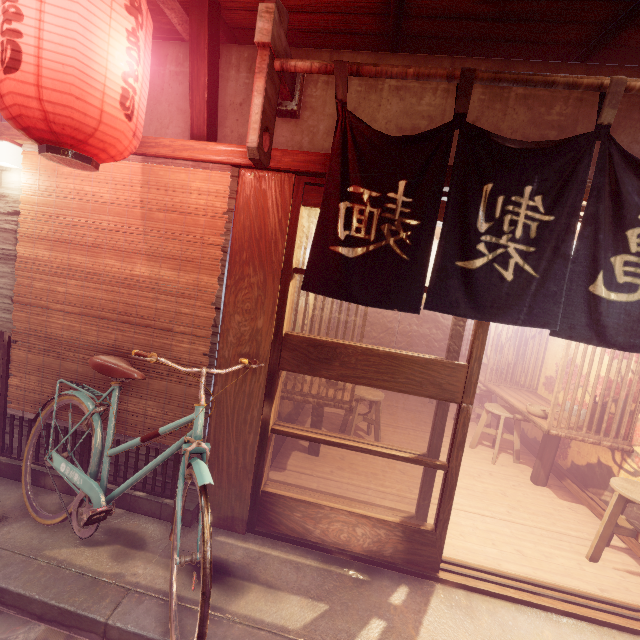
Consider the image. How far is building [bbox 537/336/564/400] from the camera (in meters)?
8.85

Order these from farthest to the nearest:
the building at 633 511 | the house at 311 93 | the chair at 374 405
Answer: the chair at 374 405 < the building at 633 511 < the house at 311 93

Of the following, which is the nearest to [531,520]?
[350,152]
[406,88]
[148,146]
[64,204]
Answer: [350,152]

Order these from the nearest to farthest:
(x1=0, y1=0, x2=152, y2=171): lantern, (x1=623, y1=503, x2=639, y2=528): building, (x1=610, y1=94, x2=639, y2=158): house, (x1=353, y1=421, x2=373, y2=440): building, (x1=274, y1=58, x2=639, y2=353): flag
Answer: (x1=0, y1=0, x2=152, y2=171): lantern < (x1=274, y1=58, x2=639, y2=353): flag < (x1=610, y1=94, x2=639, y2=158): house < (x1=623, y1=503, x2=639, y2=528): building < (x1=353, y1=421, x2=373, y2=440): building

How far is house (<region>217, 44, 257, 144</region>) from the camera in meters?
4.7 m

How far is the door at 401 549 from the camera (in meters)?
4.29

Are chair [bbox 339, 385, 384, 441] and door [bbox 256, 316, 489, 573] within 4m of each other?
yes

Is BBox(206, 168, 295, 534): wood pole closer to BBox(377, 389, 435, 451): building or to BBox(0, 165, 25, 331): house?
BBox(377, 389, 435, 451): building
